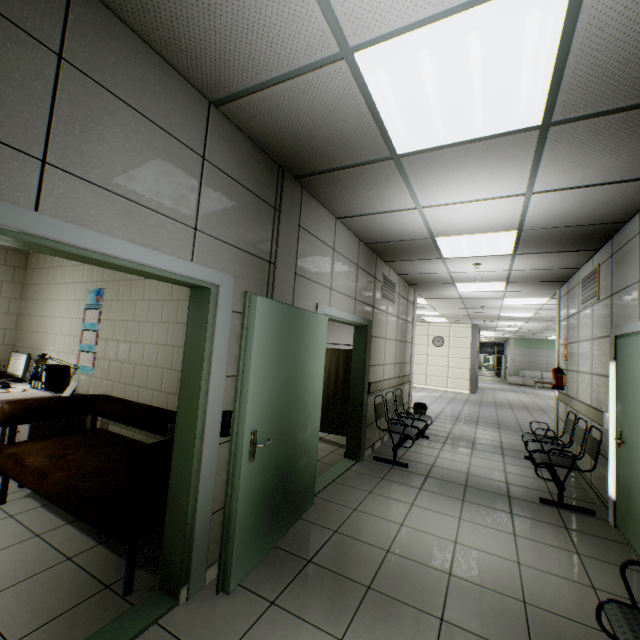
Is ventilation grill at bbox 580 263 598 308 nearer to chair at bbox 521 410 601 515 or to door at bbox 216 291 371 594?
chair at bbox 521 410 601 515

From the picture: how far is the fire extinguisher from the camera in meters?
6.0

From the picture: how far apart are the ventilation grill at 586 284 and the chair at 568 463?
1.7 meters

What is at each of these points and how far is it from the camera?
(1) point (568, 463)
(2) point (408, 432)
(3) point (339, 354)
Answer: (1) chair, 4.09m
(2) chair, 5.04m
(3) screen divider, 5.88m

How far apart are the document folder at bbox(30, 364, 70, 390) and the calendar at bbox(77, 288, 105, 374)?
0.2m

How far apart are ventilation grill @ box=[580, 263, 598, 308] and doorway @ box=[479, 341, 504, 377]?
27.1 meters

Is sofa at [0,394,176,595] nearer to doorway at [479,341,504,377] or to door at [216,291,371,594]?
door at [216,291,371,594]

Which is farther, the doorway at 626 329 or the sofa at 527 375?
the sofa at 527 375
